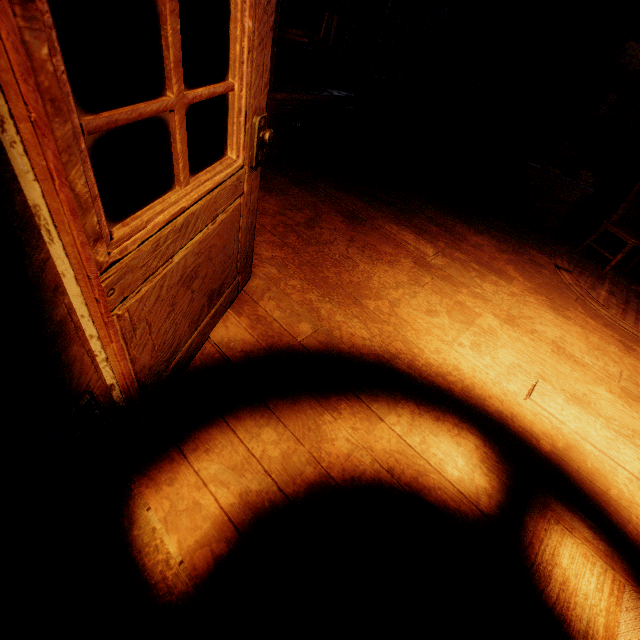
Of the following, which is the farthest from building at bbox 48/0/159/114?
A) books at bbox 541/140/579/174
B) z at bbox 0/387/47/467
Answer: books at bbox 541/140/579/174

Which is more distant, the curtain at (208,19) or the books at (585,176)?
the books at (585,176)

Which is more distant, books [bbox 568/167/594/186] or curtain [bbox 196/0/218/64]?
books [bbox 568/167/594/186]

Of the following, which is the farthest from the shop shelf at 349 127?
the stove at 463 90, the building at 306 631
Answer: the stove at 463 90

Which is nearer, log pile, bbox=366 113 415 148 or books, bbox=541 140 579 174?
books, bbox=541 140 579 174

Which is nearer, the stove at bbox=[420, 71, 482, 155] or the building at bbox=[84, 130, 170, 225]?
the building at bbox=[84, 130, 170, 225]

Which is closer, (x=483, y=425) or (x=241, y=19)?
(x=241, y=19)

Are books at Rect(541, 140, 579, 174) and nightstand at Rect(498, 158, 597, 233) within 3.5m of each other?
yes
